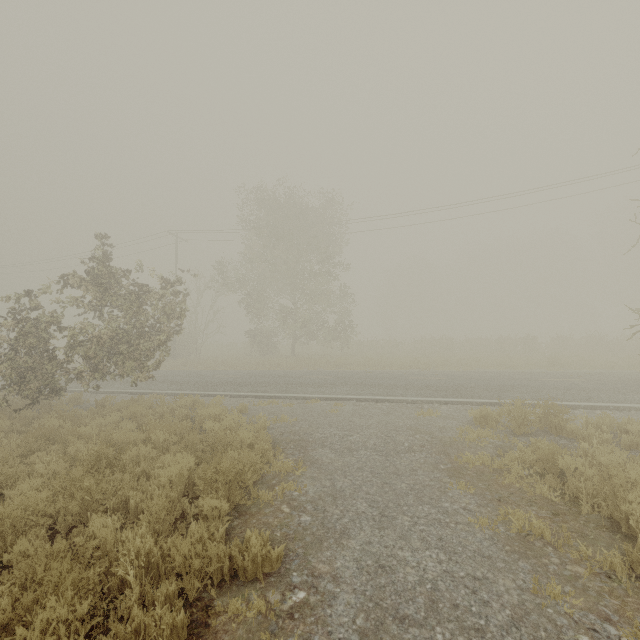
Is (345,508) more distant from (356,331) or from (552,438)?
(356,331)

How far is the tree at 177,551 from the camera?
3.2m

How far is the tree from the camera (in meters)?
3.22
